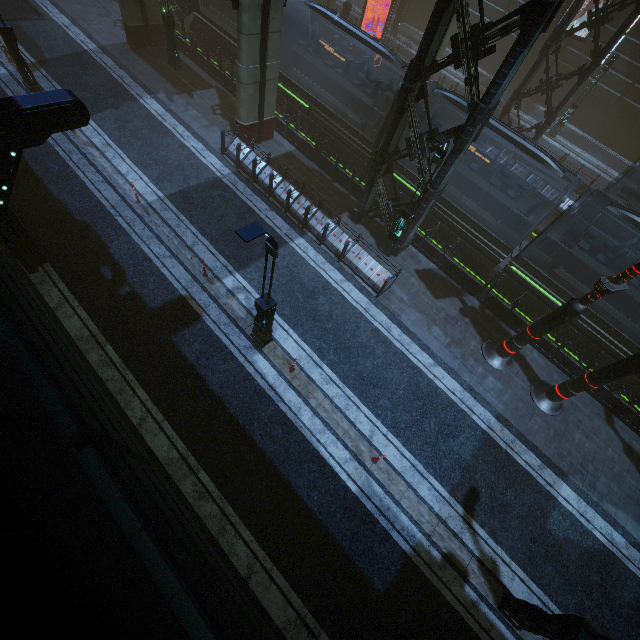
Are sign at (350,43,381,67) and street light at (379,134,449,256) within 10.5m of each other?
no

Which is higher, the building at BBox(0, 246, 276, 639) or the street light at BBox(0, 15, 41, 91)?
the building at BBox(0, 246, 276, 639)

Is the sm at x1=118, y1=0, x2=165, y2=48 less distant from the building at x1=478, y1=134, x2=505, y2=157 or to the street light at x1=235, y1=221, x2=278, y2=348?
the building at x1=478, y1=134, x2=505, y2=157

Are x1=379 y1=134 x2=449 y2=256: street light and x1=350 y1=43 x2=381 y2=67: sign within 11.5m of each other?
no

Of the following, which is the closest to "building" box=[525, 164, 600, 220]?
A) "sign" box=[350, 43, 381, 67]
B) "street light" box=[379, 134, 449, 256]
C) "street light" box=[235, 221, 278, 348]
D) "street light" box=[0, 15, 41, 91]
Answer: "street light" box=[379, 134, 449, 256]

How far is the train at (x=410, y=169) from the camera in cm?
1534

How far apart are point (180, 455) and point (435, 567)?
7.93m

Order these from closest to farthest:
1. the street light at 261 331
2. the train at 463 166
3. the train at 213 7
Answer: the street light at 261 331 → the train at 463 166 → the train at 213 7
